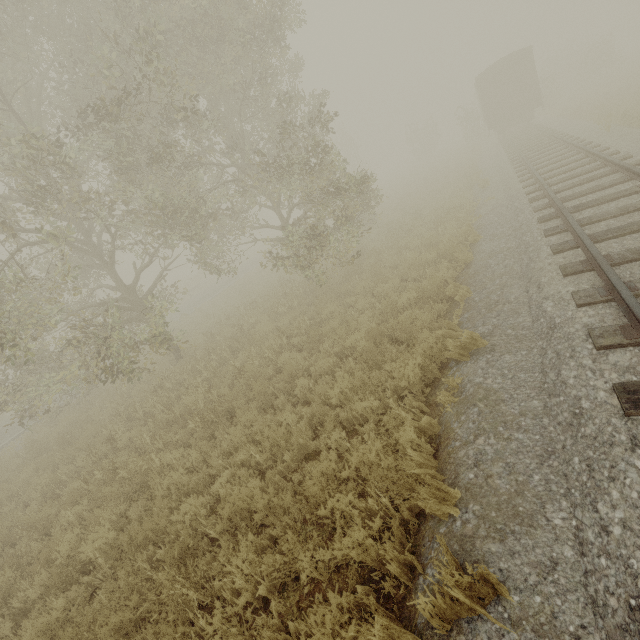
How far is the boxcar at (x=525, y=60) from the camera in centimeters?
2142cm

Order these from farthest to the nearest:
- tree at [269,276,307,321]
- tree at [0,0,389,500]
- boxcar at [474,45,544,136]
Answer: boxcar at [474,45,544,136], tree at [269,276,307,321], tree at [0,0,389,500]

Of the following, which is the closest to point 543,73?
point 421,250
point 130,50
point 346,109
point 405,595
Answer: point 346,109

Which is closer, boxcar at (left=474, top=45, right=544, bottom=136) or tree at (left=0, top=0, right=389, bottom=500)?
tree at (left=0, top=0, right=389, bottom=500)

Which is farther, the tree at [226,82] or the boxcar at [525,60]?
the boxcar at [525,60]

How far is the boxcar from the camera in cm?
2142

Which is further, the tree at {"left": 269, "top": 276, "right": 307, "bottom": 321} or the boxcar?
the boxcar

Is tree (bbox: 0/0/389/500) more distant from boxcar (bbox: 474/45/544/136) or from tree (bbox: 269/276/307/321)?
boxcar (bbox: 474/45/544/136)
